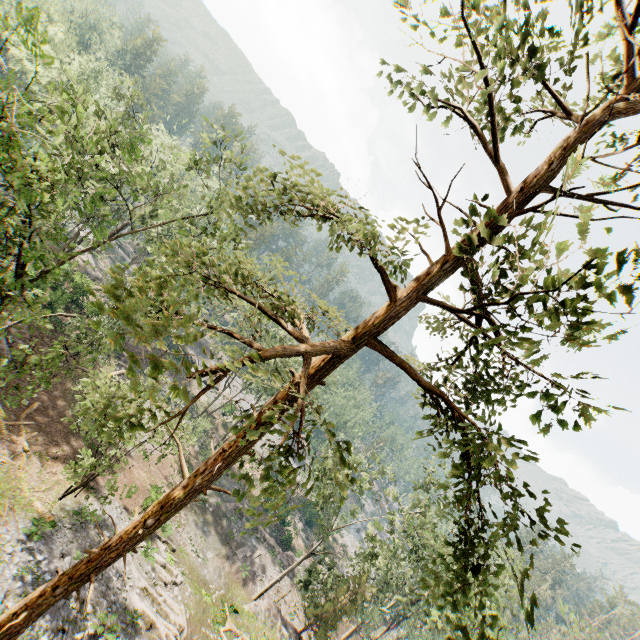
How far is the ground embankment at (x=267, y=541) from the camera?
35.91m

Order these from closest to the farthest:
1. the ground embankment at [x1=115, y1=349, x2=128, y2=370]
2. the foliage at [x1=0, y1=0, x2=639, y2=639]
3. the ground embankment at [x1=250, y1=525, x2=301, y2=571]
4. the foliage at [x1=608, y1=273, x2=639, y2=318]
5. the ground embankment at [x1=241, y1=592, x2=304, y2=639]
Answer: the foliage at [x1=608, y1=273, x2=639, y2=318], the foliage at [x1=0, y1=0, x2=639, y2=639], the ground embankment at [x1=241, y1=592, x2=304, y2=639], the ground embankment at [x1=115, y1=349, x2=128, y2=370], the ground embankment at [x1=250, y1=525, x2=301, y2=571]

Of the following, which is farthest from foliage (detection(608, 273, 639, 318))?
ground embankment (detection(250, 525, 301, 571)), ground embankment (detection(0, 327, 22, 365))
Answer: ground embankment (detection(0, 327, 22, 365))

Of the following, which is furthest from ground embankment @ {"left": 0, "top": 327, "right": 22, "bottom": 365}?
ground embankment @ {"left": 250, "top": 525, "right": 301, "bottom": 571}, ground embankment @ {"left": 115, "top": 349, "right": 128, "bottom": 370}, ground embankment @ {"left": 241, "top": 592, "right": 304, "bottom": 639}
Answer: ground embankment @ {"left": 241, "top": 592, "right": 304, "bottom": 639}

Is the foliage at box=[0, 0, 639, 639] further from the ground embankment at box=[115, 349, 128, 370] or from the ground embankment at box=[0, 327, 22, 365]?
the ground embankment at box=[115, 349, 128, 370]

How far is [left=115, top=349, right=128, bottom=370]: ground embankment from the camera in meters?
35.0 m

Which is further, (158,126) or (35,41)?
(35,41)

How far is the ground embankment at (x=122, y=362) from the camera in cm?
3502
